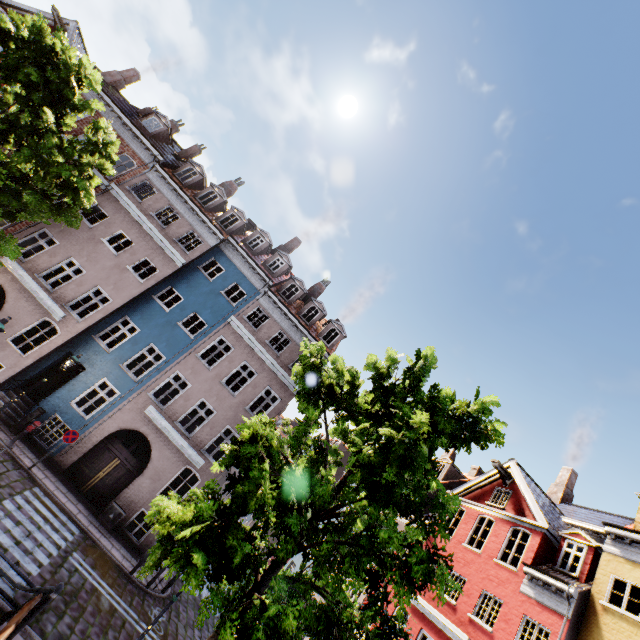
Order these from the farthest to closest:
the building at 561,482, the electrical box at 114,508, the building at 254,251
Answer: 1. the building at 254,251
2. the electrical box at 114,508
3. the building at 561,482

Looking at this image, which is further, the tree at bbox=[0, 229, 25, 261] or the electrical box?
the electrical box

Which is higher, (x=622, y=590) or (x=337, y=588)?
(x=622, y=590)

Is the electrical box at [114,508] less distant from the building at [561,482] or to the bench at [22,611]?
the bench at [22,611]

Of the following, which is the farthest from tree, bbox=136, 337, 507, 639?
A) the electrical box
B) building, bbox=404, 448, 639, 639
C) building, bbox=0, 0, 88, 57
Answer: the electrical box

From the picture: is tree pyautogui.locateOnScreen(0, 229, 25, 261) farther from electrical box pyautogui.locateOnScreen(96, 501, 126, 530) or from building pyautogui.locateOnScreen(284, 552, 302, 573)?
electrical box pyautogui.locateOnScreen(96, 501, 126, 530)

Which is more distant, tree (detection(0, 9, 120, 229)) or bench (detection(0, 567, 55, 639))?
tree (detection(0, 9, 120, 229))
